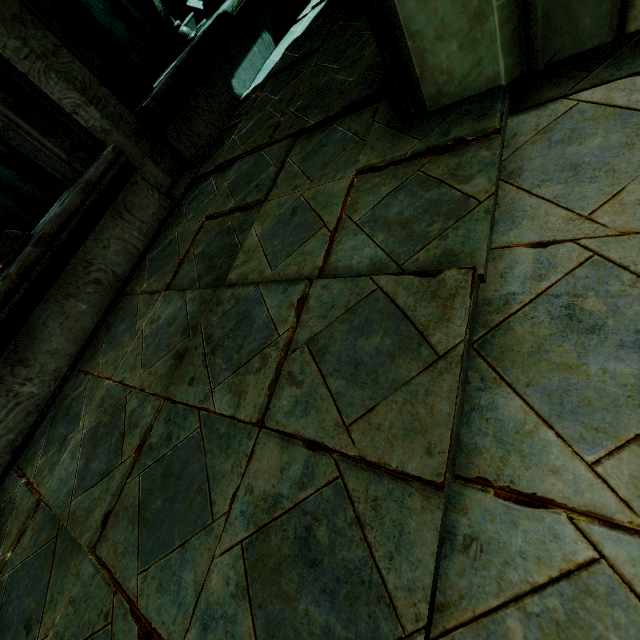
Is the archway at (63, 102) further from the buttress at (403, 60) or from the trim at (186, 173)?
the buttress at (403, 60)

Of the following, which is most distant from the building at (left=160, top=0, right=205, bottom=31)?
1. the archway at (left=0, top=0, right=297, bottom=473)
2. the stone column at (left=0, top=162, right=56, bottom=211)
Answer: the stone column at (left=0, top=162, right=56, bottom=211)

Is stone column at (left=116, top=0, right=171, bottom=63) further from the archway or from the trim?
the trim

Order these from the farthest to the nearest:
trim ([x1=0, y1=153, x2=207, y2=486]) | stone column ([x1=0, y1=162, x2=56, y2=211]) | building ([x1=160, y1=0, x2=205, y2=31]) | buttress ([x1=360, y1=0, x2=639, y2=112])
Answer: building ([x1=160, y1=0, x2=205, y2=31]) < stone column ([x1=0, y1=162, x2=56, y2=211]) < trim ([x1=0, y1=153, x2=207, y2=486]) < buttress ([x1=360, y1=0, x2=639, y2=112])

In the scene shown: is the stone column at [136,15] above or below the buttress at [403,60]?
above

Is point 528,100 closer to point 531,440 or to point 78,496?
point 531,440

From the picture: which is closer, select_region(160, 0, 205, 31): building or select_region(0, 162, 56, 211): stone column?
select_region(0, 162, 56, 211): stone column

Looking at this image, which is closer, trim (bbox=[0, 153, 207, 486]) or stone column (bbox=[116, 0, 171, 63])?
trim (bbox=[0, 153, 207, 486])
